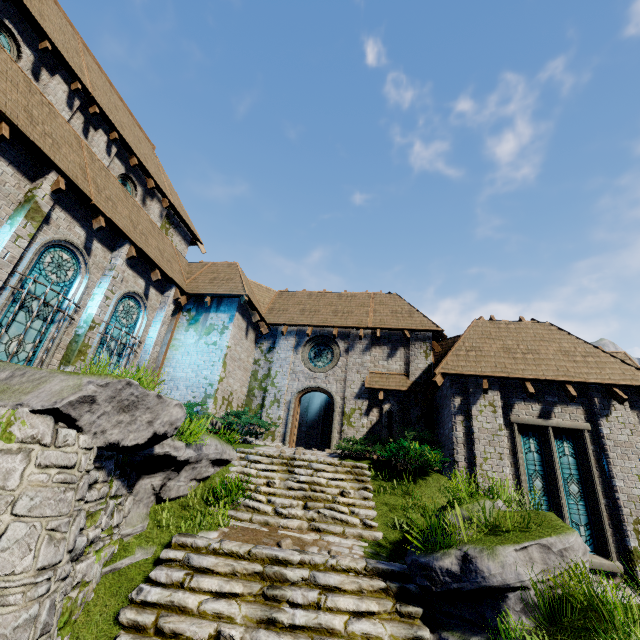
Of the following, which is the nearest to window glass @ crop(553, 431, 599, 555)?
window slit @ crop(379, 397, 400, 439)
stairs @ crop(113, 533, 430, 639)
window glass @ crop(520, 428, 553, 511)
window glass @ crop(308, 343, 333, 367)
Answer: window glass @ crop(520, 428, 553, 511)

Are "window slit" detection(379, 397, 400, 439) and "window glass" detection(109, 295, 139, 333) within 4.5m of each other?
no

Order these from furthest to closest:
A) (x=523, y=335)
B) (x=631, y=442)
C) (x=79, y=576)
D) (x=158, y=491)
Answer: Answer:
1. (x=523, y=335)
2. (x=631, y=442)
3. (x=158, y=491)
4. (x=79, y=576)

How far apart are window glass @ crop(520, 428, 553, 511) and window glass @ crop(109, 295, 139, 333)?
14.3m

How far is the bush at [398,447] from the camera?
10.38m

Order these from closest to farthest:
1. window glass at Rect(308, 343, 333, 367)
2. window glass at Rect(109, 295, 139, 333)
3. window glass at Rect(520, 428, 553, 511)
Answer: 1. window glass at Rect(520, 428, 553, 511)
2. window glass at Rect(109, 295, 139, 333)
3. window glass at Rect(308, 343, 333, 367)

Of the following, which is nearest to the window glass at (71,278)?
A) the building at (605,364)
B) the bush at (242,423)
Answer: the building at (605,364)

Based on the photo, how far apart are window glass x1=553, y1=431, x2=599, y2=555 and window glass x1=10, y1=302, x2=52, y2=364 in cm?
1592
